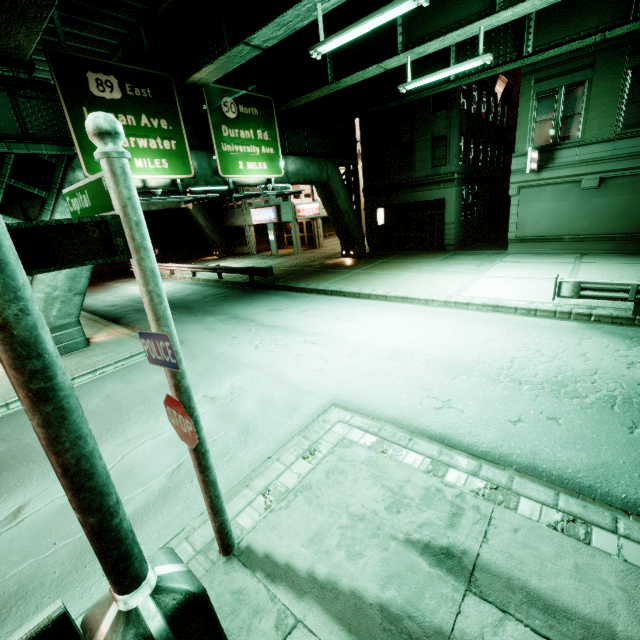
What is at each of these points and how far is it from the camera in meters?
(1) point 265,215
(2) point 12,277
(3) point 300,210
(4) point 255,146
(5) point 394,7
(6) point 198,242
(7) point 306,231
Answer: (1) sign, 30.9
(2) street light, 1.7
(3) sign, 29.8
(4) sign, 15.9
(5) fluorescent light, 7.5
(6) building, 37.7
(7) building, 33.5

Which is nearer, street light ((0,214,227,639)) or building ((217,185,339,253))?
street light ((0,214,227,639))

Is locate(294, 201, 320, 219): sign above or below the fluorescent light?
below

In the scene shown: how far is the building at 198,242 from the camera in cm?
3359

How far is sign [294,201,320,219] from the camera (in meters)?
29.54

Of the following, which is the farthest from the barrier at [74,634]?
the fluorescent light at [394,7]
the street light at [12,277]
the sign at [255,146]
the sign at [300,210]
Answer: the sign at [300,210]

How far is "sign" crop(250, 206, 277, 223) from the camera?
30.1 meters

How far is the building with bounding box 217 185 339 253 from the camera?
30.0 meters
